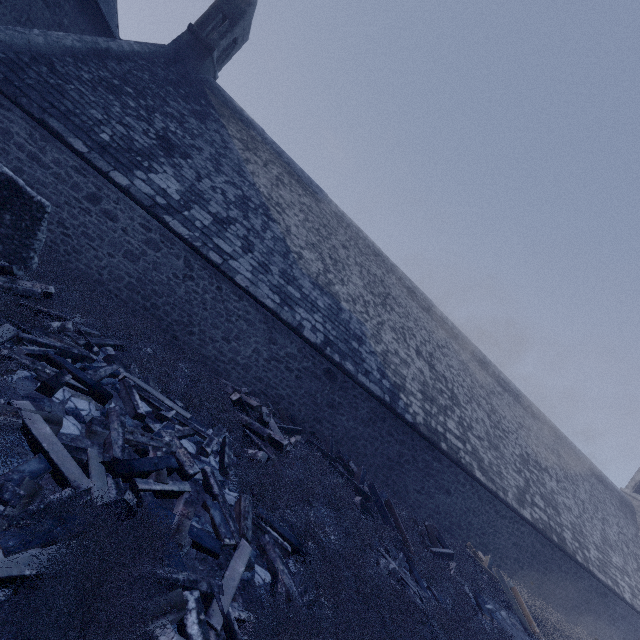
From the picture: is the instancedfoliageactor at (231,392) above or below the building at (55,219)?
below

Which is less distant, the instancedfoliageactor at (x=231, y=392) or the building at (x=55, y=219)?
the instancedfoliageactor at (x=231, y=392)

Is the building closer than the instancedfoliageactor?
No

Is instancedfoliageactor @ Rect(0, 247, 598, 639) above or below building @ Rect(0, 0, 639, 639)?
below

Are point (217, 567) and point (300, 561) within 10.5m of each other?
yes
